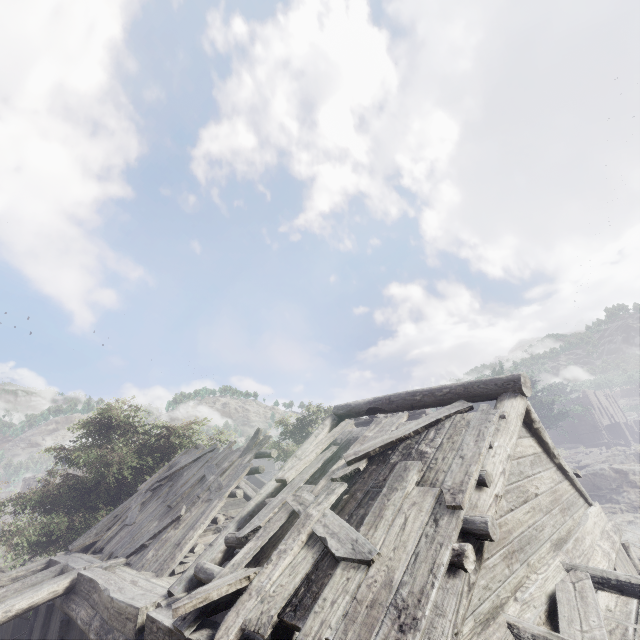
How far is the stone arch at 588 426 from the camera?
48.22m

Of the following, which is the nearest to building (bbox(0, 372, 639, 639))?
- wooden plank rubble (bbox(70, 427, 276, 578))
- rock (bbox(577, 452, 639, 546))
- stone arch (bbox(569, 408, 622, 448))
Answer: wooden plank rubble (bbox(70, 427, 276, 578))

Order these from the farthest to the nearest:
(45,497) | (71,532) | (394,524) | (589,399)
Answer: (589,399) < (45,497) < (71,532) < (394,524)

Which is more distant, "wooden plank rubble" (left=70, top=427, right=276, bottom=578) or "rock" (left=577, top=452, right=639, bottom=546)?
"rock" (left=577, top=452, right=639, bottom=546)

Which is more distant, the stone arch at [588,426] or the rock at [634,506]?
the stone arch at [588,426]

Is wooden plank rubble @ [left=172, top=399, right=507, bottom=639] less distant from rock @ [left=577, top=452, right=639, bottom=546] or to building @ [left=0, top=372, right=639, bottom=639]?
building @ [left=0, top=372, right=639, bottom=639]

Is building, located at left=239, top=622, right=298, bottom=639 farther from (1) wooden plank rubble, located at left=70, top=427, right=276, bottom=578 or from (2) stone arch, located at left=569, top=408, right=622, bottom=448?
(2) stone arch, located at left=569, top=408, right=622, bottom=448

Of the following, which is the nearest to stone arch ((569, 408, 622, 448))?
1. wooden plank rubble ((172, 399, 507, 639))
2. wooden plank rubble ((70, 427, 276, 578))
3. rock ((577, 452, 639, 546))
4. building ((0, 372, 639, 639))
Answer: building ((0, 372, 639, 639))
